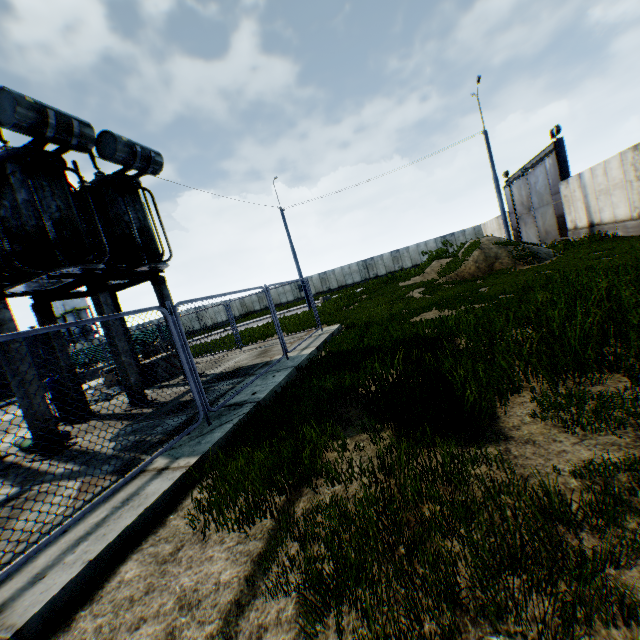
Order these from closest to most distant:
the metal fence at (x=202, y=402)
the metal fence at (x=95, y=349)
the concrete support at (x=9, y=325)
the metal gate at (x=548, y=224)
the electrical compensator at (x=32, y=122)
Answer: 1. the metal fence at (x=202, y=402)
2. the metal fence at (x=95, y=349)
3. the concrete support at (x=9, y=325)
4. the electrical compensator at (x=32, y=122)
5. the metal gate at (x=548, y=224)

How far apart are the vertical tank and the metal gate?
64.1 meters

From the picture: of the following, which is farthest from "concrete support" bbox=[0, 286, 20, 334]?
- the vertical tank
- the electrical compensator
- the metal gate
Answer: the vertical tank

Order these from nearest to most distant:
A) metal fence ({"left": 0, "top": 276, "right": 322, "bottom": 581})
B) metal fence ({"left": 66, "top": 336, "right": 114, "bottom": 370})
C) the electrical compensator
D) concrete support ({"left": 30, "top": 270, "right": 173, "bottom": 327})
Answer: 1. metal fence ({"left": 0, "top": 276, "right": 322, "bottom": 581})
2. metal fence ({"left": 66, "top": 336, "right": 114, "bottom": 370})
3. the electrical compensator
4. concrete support ({"left": 30, "top": 270, "right": 173, "bottom": 327})

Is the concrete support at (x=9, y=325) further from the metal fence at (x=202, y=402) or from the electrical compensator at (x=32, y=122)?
the metal fence at (x=202, y=402)

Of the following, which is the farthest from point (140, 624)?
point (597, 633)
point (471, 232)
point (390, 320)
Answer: point (471, 232)

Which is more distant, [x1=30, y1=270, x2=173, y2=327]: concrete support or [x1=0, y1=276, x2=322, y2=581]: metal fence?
[x1=30, y1=270, x2=173, y2=327]: concrete support

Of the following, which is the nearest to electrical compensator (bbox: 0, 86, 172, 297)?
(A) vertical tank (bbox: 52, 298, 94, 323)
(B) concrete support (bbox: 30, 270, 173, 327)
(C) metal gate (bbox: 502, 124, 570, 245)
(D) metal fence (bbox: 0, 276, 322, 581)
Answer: (B) concrete support (bbox: 30, 270, 173, 327)
